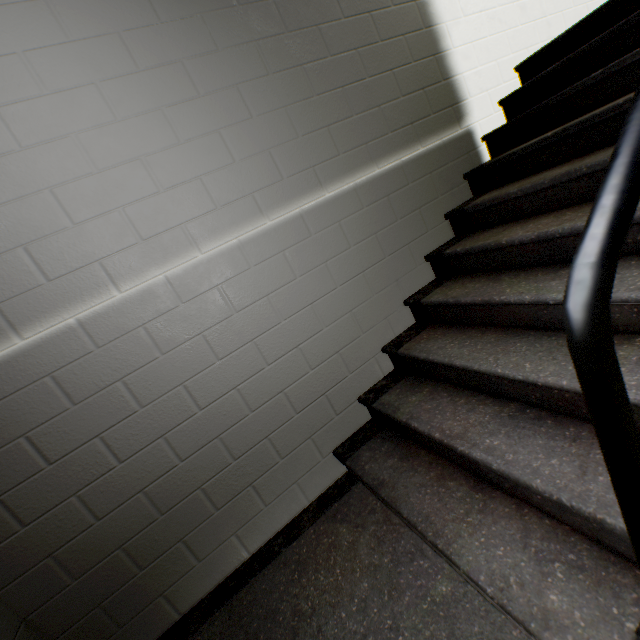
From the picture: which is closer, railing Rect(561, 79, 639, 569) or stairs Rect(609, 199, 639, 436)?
railing Rect(561, 79, 639, 569)

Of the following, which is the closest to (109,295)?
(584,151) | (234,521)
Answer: (234,521)

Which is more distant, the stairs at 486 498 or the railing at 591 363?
the stairs at 486 498

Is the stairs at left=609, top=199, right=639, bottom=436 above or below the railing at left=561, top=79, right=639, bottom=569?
below
